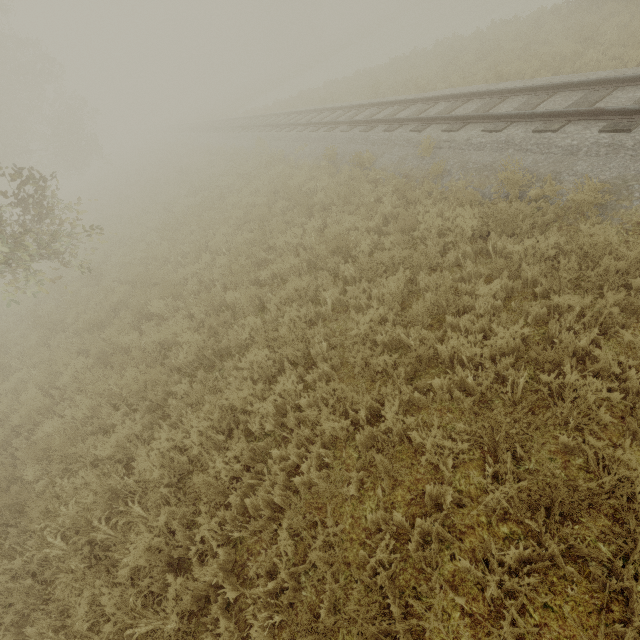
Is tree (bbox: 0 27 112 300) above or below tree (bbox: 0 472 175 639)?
above

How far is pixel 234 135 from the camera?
21.23m

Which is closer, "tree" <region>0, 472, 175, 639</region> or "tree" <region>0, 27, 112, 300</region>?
"tree" <region>0, 472, 175, 639</region>

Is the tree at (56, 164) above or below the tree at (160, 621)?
above

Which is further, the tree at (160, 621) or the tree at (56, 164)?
the tree at (56, 164)
